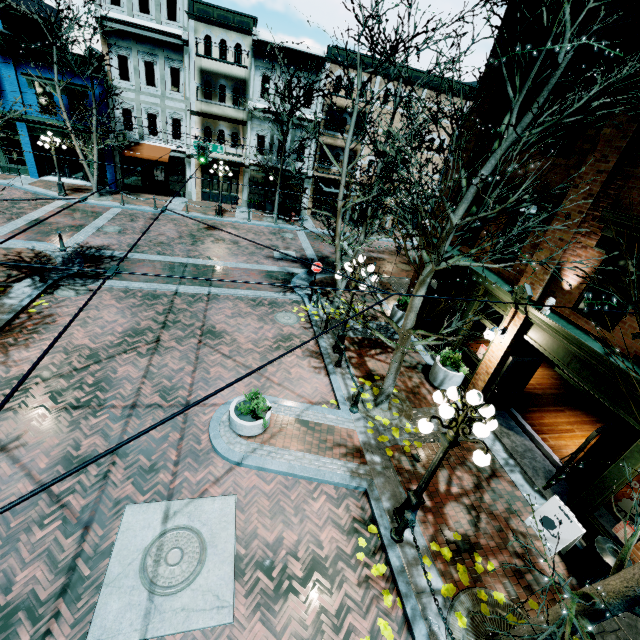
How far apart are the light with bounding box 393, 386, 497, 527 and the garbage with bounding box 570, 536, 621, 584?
3.3m

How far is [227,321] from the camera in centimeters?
1228cm

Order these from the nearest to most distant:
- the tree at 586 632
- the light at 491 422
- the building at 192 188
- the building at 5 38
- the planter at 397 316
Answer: the tree at 586 632
the light at 491 422
the planter at 397 316
the building at 5 38
the building at 192 188

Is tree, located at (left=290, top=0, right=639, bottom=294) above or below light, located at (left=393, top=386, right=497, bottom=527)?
above

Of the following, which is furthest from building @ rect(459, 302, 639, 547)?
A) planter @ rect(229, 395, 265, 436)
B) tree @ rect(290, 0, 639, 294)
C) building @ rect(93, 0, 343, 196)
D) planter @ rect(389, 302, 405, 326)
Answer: building @ rect(93, 0, 343, 196)

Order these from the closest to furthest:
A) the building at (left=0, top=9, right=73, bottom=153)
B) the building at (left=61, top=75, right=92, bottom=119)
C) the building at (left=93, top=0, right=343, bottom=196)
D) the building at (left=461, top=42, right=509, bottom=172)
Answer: the building at (left=461, top=42, right=509, bottom=172) < the building at (left=0, top=9, right=73, bottom=153) < the building at (left=93, top=0, right=343, bottom=196) < the building at (left=61, top=75, right=92, bottom=119)

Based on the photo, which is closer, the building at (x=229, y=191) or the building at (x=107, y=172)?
the building at (x=107, y=172)

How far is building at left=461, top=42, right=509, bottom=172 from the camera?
9.87m
